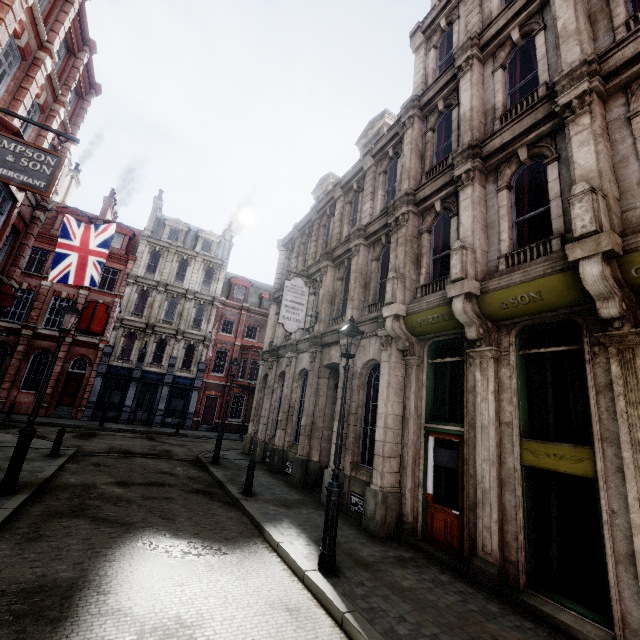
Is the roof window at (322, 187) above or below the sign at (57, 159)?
above

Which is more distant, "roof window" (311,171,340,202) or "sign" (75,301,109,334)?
"sign" (75,301,109,334)

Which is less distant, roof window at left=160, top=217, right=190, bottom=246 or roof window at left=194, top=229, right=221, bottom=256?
roof window at left=160, top=217, right=190, bottom=246

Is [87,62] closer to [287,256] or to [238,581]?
[287,256]

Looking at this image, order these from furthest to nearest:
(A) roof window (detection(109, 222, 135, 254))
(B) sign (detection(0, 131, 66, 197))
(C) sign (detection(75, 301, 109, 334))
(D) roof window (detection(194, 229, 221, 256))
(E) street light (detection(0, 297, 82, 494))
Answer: (D) roof window (detection(194, 229, 221, 256)), (A) roof window (detection(109, 222, 135, 254)), (C) sign (detection(75, 301, 109, 334)), (E) street light (detection(0, 297, 82, 494)), (B) sign (detection(0, 131, 66, 197))

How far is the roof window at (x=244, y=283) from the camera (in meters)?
33.80

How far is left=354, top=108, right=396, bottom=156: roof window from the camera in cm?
1527

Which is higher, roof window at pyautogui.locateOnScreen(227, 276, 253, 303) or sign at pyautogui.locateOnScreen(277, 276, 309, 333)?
roof window at pyautogui.locateOnScreen(227, 276, 253, 303)
